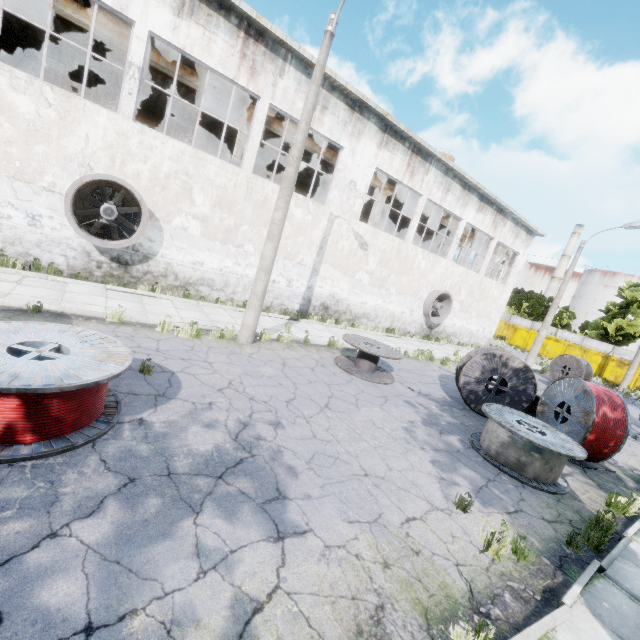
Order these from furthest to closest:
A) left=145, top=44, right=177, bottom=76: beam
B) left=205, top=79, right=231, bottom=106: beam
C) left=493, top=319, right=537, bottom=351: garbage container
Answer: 1. left=493, top=319, right=537, bottom=351: garbage container
2. left=205, top=79, right=231, bottom=106: beam
3. left=145, top=44, right=177, bottom=76: beam

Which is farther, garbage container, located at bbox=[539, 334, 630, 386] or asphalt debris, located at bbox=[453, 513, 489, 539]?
garbage container, located at bbox=[539, 334, 630, 386]

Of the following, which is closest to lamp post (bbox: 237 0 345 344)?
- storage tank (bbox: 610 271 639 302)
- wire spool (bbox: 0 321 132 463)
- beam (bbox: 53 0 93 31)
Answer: wire spool (bbox: 0 321 132 463)

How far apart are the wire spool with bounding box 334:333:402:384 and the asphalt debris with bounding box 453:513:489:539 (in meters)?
4.96

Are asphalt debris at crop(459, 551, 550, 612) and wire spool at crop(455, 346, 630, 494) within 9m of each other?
yes

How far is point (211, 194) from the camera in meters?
12.0 m

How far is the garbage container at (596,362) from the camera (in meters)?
30.25

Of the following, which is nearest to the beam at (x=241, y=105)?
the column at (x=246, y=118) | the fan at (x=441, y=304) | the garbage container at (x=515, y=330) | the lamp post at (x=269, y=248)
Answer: the column at (x=246, y=118)
